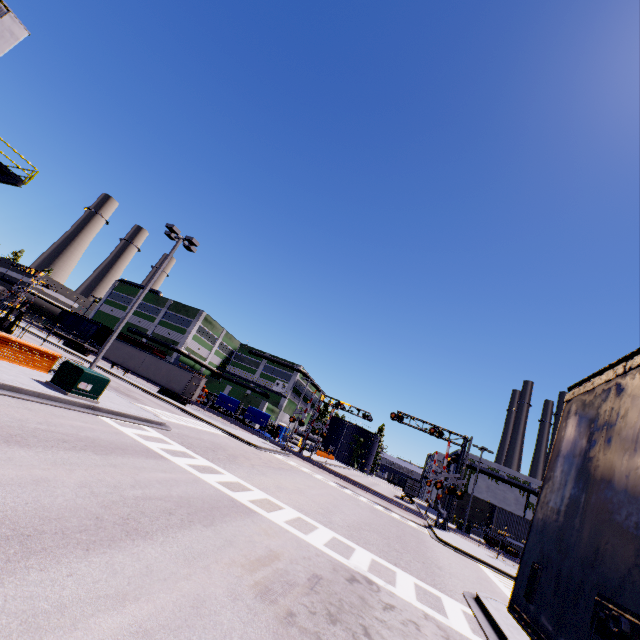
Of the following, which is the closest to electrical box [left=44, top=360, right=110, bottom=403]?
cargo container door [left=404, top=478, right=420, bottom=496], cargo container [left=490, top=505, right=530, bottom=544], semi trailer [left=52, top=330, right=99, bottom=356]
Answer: semi trailer [left=52, top=330, right=99, bottom=356]

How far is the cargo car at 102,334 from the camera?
56.6 meters

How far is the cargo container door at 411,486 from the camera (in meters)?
51.38

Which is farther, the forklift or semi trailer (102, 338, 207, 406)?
semi trailer (102, 338, 207, 406)

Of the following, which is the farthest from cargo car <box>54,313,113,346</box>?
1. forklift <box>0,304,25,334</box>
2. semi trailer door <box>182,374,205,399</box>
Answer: forklift <box>0,304,25,334</box>

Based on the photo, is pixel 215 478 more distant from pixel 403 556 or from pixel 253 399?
pixel 253 399

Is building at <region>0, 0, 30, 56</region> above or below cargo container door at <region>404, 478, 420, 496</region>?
above

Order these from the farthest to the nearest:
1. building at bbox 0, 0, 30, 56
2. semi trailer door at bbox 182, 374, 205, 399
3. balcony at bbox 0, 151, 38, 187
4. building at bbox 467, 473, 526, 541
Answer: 1. building at bbox 467, 473, 526, 541
2. semi trailer door at bbox 182, 374, 205, 399
3. building at bbox 0, 0, 30, 56
4. balcony at bbox 0, 151, 38, 187
